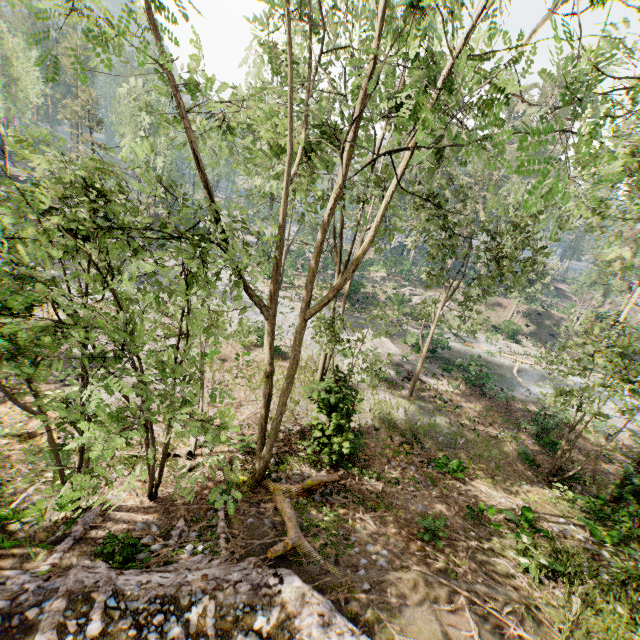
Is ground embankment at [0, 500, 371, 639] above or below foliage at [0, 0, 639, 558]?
below

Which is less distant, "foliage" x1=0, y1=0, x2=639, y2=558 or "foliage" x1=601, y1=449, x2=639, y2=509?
"foliage" x1=0, y1=0, x2=639, y2=558

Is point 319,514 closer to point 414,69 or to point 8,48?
point 414,69

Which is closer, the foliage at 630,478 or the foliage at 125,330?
the foliage at 125,330

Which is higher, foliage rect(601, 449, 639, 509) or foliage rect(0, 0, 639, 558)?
foliage rect(0, 0, 639, 558)

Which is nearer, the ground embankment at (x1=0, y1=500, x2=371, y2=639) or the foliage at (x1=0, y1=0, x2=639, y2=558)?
the foliage at (x1=0, y1=0, x2=639, y2=558)

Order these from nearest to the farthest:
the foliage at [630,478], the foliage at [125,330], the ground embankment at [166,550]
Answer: the foliage at [125,330] < the ground embankment at [166,550] < the foliage at [630,478]

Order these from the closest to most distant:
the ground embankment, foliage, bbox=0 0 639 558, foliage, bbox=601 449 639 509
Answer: foliage, bbox=0 0 639 558 → the ground embankment → foliage, bbox=601 449 639 509
